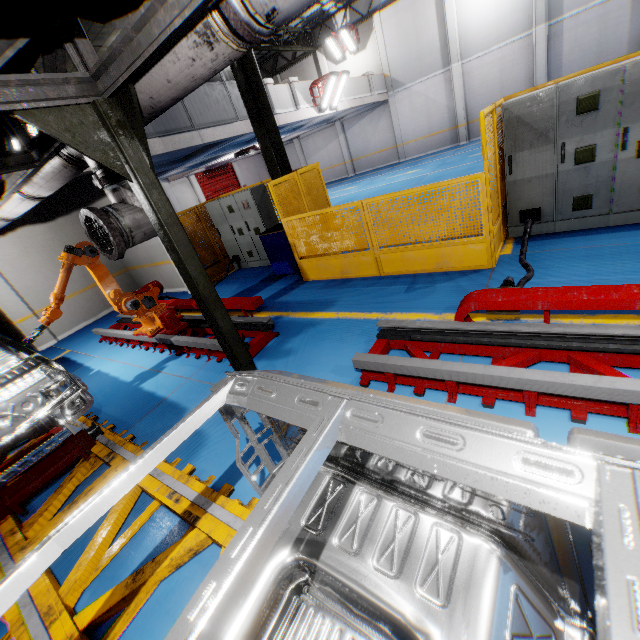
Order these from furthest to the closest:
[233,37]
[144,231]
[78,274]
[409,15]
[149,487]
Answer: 1. [409,15]
2. [78,274]
3. [144,231]
4. [149,487]
5. [233,37]

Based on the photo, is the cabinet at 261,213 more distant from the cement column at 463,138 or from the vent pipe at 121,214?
the cement column at 463,138

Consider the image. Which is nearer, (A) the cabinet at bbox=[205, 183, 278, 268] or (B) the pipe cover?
(B) the pipe cover

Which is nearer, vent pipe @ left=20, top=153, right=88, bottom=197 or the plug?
vent pipe @ left=20, top=153, right=88, bottom=197

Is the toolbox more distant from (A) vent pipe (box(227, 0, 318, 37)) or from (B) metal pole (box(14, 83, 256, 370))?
(B) metal pole (box(14, 83, 256, 370))

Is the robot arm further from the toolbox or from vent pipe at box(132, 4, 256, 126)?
the toolbox

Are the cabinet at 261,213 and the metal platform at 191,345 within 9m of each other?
yes

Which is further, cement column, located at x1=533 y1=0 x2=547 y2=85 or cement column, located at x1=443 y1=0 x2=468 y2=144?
cement column, located at x1=443 y1=0 x2=468 y2=144
